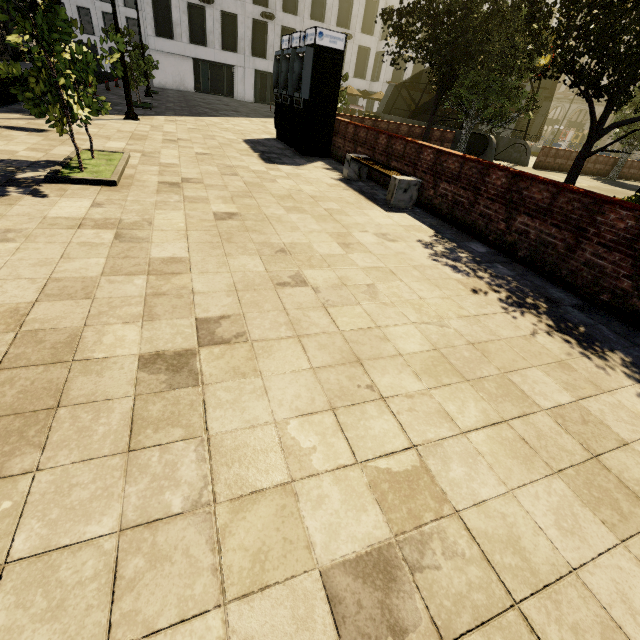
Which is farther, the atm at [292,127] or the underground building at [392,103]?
the underground building at [392,103]

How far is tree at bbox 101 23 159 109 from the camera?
5.9 meters

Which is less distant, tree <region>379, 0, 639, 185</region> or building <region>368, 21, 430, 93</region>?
tree <region>379, 0, 639, 185</region>

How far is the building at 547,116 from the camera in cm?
4841

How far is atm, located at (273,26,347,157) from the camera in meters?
9.5

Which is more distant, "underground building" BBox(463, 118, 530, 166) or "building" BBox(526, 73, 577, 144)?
"building" BBox(526, 73, 577, 144)

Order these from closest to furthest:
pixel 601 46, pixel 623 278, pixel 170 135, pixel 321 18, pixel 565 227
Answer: pixel 623 278 → pixel 565 227 → pixel 601 46 → pixel 170 135 → pixel 321 18

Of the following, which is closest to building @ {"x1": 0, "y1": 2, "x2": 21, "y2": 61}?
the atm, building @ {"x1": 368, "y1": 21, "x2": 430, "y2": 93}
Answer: building @ {"x1": 368, "y1": 21, "x2": 430, "y2": 93}
